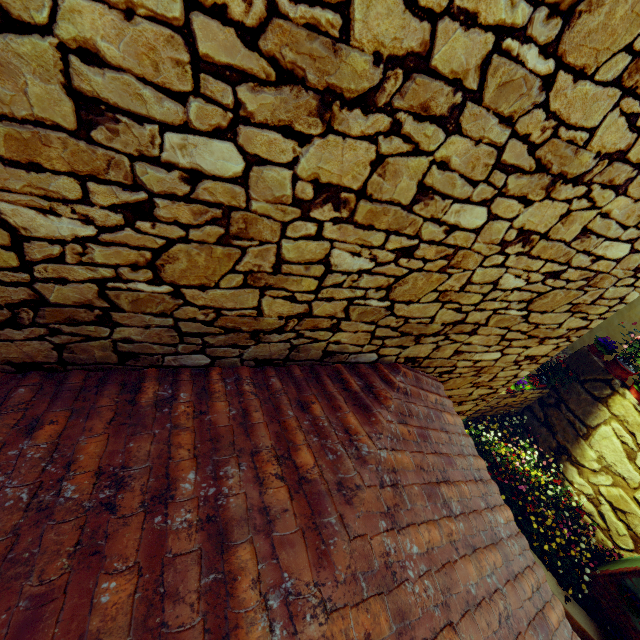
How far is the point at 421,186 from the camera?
1.42m

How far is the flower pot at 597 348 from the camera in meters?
7.4 m

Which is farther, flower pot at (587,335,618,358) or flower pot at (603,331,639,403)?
flower pot at (587,335,618,358)

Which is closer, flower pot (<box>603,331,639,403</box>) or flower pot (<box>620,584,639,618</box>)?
flower pot (<box>620,584,639,618</box>)

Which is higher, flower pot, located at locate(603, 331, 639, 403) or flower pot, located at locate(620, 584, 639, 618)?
flower pot, located at locate(603, 331, 639, 403)

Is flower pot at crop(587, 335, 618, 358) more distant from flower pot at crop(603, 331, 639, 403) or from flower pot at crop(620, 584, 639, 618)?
flower pot at crop(620, 584, 639, 618)

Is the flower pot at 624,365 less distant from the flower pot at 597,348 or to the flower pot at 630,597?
the flower pot at 597,348
